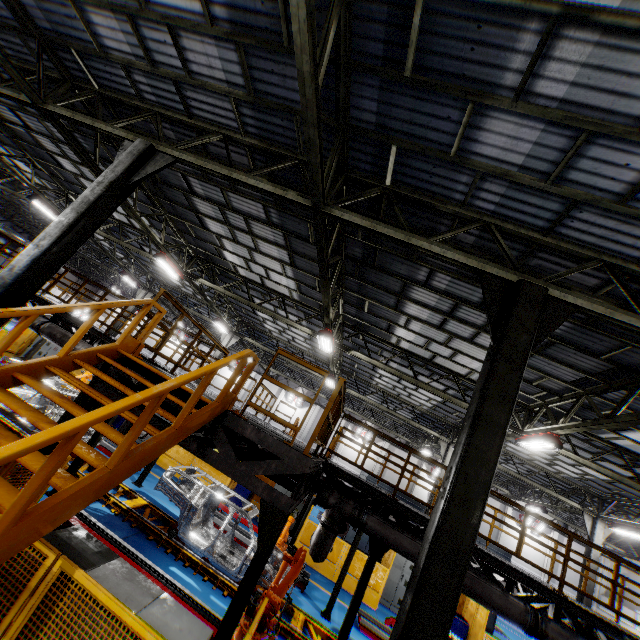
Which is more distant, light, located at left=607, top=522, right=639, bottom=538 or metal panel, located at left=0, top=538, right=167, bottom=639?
light, located at left=607, top=522, right=639, bottom=538

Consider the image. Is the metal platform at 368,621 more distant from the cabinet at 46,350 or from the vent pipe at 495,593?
the cabinet at 46,350

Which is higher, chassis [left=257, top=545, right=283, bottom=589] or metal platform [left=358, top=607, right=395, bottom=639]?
chassis [left=257, top=545, right=283, bottom=589]

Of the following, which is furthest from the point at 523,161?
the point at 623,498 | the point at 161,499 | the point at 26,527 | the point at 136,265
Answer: the point at 136,265

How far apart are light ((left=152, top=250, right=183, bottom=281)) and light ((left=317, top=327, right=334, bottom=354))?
7.0m

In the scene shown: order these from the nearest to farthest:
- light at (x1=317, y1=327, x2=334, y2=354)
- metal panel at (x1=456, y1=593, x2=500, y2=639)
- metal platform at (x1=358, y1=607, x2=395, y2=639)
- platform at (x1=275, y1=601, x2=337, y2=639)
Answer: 1. platform at (x1=275, y1=601, x2=337, y2=639)
2. metal platform at (x1=358, y1=607, x2=395, y2=639)
3. light at (x1=317, y1=327, x2=334, y2=354)
4. metal panel at (x1=456, y1=593, x2=500, y2=639)

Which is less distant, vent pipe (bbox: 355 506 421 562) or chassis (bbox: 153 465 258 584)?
vent pipe (bbox: 355 506 421 562)

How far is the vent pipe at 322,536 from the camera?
7.2 meters
